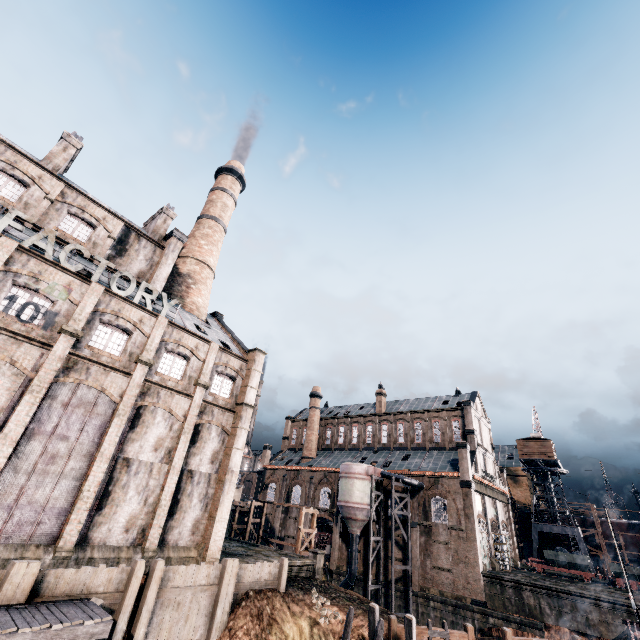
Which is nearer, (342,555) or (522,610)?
(522,610)

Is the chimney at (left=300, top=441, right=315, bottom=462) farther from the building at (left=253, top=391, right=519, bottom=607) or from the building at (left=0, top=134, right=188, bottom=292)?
the building at (left=0, top=134, right=188, bottom=292)

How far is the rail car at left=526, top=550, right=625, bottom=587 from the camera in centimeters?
3797cm

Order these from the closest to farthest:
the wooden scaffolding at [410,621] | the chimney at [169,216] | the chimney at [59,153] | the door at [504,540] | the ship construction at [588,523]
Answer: the wooden scaffolding at [410,621]
the chimney at [59,153]
the chimney at [169,216]
the door at [504,540]
the ship construction at [588,523]

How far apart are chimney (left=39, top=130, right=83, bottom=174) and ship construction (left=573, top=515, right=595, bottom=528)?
85.0 meters

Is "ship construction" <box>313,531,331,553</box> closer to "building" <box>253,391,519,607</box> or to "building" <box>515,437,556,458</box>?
"building" <box>253,391,519,607</box>

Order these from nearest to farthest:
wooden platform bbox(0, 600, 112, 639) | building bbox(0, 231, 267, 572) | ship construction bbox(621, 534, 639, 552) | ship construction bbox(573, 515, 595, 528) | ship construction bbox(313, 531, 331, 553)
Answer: wooden platform bbox(0, 600, 112, 639), building bbox(0, 231, 267, 572), ship construction bbox(313, 531, 331, 553), ship construction bbox(621, 534, 639, 552), ship construction bbox(573, 515, 595, 528)

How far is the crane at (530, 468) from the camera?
48.31m
